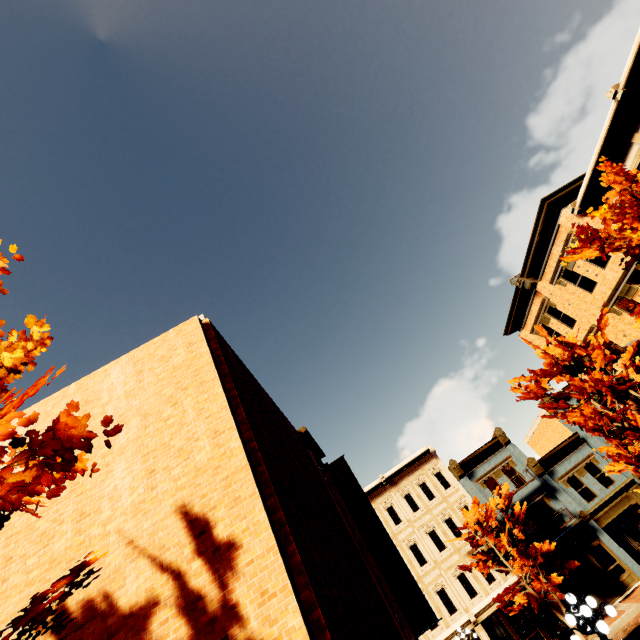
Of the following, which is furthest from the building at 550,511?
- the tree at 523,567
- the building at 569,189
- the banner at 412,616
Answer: the banner at 412,616

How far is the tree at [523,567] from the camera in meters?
19.3

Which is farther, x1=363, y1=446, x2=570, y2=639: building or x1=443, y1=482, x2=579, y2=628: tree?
x1=363, y1=446, x2=570, y2=639: building

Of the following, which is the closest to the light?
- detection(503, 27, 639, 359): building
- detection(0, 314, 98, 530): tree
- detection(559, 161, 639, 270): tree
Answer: detection(559, 161, 639, 270): tree

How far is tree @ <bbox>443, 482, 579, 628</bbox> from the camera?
19.3 meters

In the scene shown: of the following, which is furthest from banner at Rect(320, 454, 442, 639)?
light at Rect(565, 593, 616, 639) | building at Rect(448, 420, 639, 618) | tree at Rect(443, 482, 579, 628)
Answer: building at Rect(448, 420, 639, 618)

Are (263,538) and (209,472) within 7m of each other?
yes

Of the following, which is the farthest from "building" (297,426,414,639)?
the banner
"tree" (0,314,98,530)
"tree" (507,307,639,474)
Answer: "tree" (0,314,98,530)
